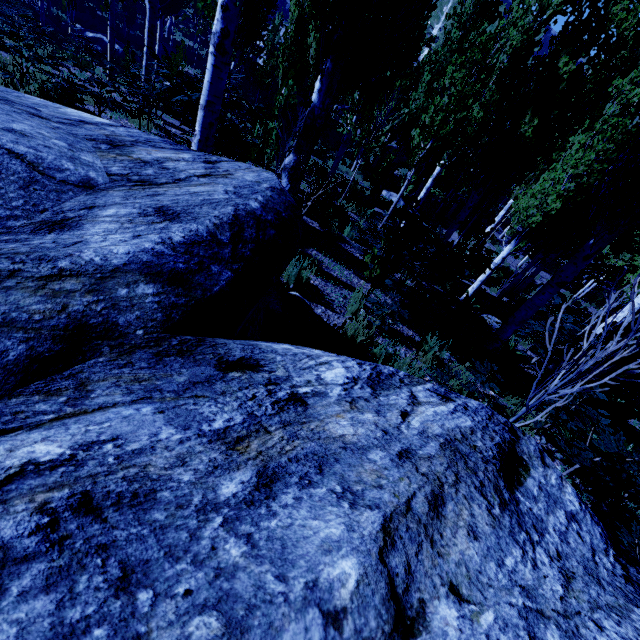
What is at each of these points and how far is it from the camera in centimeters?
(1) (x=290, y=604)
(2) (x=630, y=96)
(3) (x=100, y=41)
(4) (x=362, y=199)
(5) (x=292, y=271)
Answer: (1) rock, 71cm
(2) instancedfoliageactor, 563cm
(3) rock, 1958cm
(4) rock, 1384cm
(5) instancedfoliageactor, 475cm

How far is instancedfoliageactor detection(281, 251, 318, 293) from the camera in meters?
4.8

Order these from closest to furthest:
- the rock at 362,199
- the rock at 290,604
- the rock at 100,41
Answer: the rock at 290,604
the rock at 362,199
the rock at 100,41

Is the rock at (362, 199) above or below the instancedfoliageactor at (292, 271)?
below

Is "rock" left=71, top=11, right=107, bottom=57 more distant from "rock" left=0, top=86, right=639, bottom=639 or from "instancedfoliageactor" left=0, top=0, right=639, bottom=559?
"rock" left=0, top=86, right=639, bottom=639

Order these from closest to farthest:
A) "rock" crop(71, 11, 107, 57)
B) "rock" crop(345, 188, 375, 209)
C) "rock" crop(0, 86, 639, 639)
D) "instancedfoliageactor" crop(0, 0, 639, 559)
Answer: "rock" crop(0, 86, 639, 639)
"instancedfoliageactor" crop(0, 0, 639, 559)
"rock" crop(345, 188, 375, 209)
"rock" crop(71, 11, 107, 57)

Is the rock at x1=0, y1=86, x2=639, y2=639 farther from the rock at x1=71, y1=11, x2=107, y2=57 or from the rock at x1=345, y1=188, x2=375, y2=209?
the rock at x1=71, y1=11, x2=107, y2=57

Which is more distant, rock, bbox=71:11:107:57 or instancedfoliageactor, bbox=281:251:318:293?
rock, bbox=71:11:107:57
